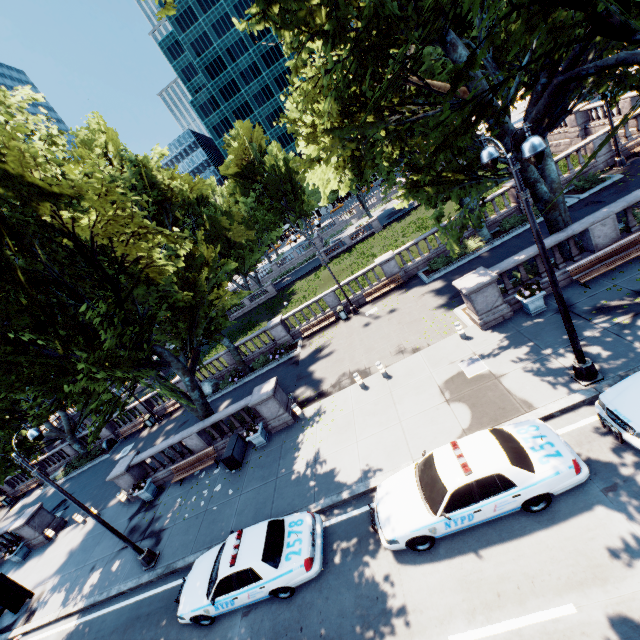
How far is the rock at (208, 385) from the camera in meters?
26.0

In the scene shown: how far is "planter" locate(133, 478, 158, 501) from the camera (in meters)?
17.42

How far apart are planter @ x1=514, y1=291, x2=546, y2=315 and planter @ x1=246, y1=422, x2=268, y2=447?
13.0 meters

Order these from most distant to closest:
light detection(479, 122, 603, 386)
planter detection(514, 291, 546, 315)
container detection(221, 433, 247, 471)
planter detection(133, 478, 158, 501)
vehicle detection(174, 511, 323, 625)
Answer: planter detection(133, 478, 158, 501)
container detection(221, 433, 247, 471)
planter detection(514, 291, 546, 315)
vehicle detection(174, 511, 323, 625)
light detection(479, 122, 603, 386)

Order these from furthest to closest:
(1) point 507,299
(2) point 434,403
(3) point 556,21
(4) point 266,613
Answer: (1) point 507,299 → (2) point 434,403 → (4) point 266,613 → (3) point 556,21

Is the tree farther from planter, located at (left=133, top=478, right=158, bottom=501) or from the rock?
planter, located at (left=133, top=478, right=158, bottom=501)

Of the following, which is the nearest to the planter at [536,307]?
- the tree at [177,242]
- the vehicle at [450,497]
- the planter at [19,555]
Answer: the tree at [177,242]

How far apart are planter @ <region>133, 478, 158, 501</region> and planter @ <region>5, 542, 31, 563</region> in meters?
10.3 m
